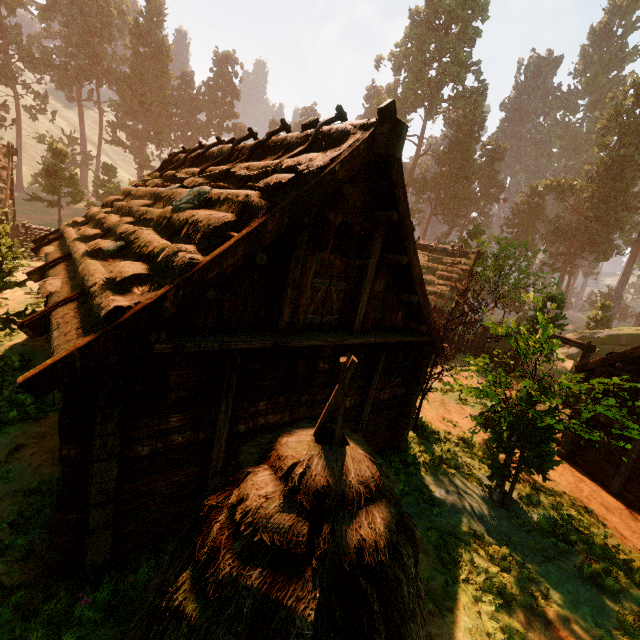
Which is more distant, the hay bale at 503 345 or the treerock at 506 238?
the hay bale at 503 345

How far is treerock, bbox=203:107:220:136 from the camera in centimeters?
5812cm

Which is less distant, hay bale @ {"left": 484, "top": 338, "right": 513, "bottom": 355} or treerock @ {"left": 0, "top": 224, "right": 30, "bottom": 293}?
treerock @ {"left": 0, "top": 224, "right": 30, "bottom": 293}

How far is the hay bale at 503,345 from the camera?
24.19m

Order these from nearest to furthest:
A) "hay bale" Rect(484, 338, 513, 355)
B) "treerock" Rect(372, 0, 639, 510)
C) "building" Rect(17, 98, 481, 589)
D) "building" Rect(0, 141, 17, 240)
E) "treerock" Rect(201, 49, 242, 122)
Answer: "building" Rect(17, 98, 481, 589)
"treerock" Rect(372, 0, 639, 510)
"building" Rect(0, 141, 17, 240)
"hay bale" Rect(484, 338, 513, 355)
"treerock" Rect(201, 49, 242, 122)

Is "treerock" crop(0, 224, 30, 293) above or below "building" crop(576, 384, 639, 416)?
above

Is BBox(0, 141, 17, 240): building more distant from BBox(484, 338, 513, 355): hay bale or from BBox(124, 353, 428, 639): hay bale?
BBox(484, 338, 513, 355): hay bale

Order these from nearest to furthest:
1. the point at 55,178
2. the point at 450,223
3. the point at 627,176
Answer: the point at 55,178, the point at 627,176, the point at 450,223
